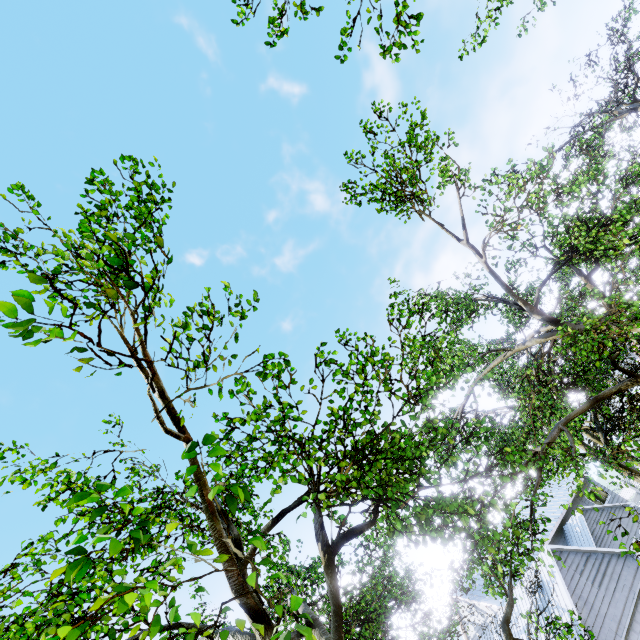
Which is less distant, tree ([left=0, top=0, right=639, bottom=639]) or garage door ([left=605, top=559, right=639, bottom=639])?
tree ([left=0, top=0, right=639, bottom=639])

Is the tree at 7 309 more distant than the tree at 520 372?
No

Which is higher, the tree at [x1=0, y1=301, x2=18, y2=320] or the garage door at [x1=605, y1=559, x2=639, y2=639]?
the tree at [x1=0, y1=301, x2=18, y2=320]

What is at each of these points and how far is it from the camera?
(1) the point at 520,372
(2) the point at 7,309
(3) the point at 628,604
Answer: (1) tree, 15.45m
(2) tree, 2.08m
(3) garage door, 15.41m

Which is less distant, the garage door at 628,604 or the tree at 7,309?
the tree at 7,309

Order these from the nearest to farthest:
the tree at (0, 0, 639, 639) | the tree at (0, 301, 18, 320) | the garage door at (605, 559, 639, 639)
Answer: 1. the tree at (0, 301, 18, 320)
2. the tree at (0, 0, 639, 639)
3. the garage door at (605, 559, 639, 639)
